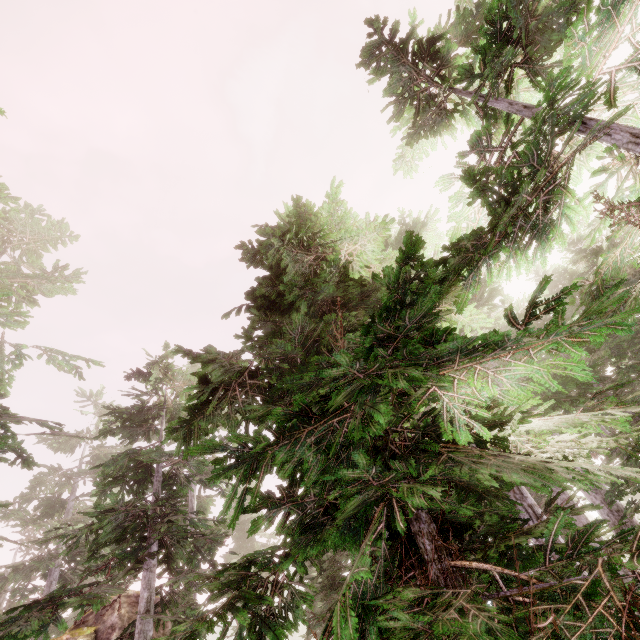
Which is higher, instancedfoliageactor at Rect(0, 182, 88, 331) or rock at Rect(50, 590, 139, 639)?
instancedfoliageactor at Rect(0, 182, 88, 331)

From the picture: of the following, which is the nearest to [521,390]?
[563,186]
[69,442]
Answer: [563,186]

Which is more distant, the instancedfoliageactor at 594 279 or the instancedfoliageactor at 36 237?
the instancedfoliageactor at 36 237

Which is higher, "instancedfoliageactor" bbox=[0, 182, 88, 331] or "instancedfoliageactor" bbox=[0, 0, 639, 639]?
"instancedfoliageactor" bbox=[0, 182, 88, 331]

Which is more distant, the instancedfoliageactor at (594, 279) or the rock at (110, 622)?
the rock at (110, 622)

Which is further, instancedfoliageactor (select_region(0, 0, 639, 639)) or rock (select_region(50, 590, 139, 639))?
rock (select_region(50, 590, 139, 639))

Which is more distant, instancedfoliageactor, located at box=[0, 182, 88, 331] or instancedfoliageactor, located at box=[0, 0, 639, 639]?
instancedfoliageactor, located at box=[0, 182, 88, 331]
